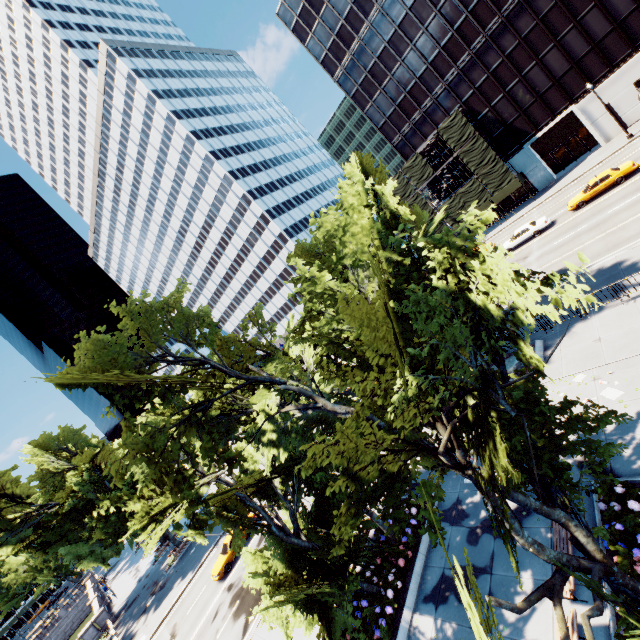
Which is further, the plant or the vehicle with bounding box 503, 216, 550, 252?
the vehicle with bounding box 503, 216, 550, 252

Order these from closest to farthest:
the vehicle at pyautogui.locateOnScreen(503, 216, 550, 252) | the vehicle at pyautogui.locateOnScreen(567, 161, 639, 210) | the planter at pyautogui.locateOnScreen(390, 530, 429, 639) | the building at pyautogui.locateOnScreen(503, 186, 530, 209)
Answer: the planter at pyautogui.locateOnScreen(390, 530, 429, 639) < the vehicle at pyautogui.locateOnScreen(567, 161, 639, 210) < the vehicle at pyautogui.locateOnScreen(503, 216, 550, 252) < the building at pyautogui.locateOnScreen(503, 186, 530, 209)

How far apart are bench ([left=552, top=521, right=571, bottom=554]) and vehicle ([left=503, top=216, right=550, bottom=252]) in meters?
29.0

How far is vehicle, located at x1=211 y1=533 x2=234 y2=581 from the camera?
25.4m

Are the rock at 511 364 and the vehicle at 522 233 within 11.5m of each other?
no

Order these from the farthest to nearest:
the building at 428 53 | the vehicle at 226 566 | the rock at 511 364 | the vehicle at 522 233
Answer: the building at 428 53 < the vehicle at 522 233 < the vehicle at 226 566 < the rock at 511 364

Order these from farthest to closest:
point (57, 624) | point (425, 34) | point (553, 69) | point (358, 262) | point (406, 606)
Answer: point (57, 624) < point (425, 34) < point (553, 69) < point (406, 606) < point (358, 262)

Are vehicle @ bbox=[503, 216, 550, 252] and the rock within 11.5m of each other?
no
